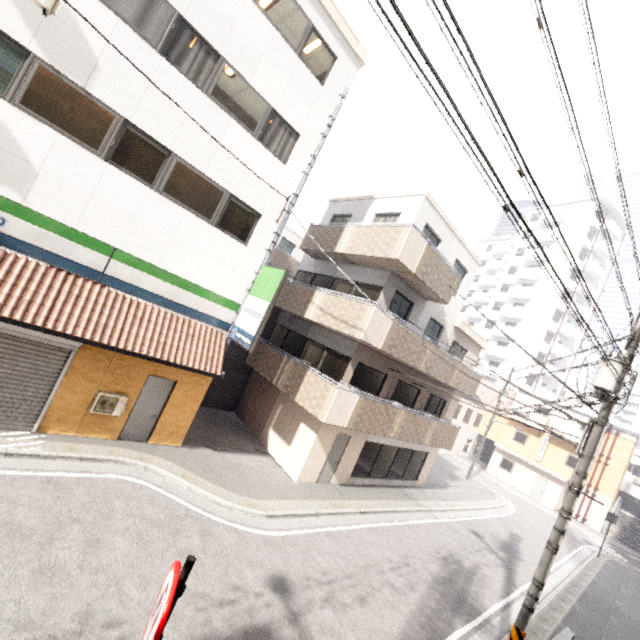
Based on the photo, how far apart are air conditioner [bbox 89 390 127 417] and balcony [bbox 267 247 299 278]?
15.1 meters

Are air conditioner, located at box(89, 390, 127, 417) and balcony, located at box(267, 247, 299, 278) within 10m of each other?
no

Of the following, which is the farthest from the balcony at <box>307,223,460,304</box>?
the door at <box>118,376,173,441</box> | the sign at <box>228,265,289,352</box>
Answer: the door at <box>118,376,173,441</box>

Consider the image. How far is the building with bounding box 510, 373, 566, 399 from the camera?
40.8m

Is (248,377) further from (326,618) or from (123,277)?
(326,618)

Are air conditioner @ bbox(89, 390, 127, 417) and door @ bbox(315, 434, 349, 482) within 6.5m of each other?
no

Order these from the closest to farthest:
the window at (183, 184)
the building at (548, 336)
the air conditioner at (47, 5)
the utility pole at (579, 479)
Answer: the air conditioner at (47, 5) < the utility pole at (579, 479) < the window at (183, 184) < the building at (548, 336)

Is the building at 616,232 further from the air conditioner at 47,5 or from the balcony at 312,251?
the air conditioner at 47,5
